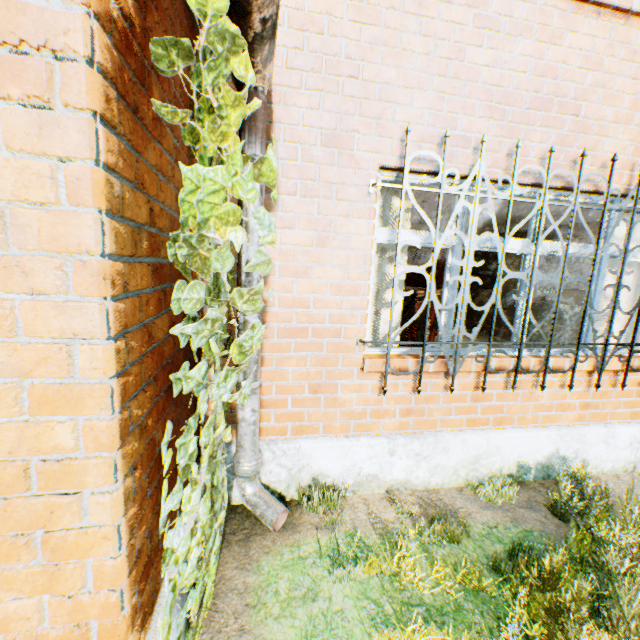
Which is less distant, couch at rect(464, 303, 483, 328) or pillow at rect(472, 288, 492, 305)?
couch at rect(464, 303, 483, 328)

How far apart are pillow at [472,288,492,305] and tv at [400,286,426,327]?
6.21m

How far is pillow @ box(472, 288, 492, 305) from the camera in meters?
9.5

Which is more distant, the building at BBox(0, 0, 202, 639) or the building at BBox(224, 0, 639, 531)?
the building at BBox(224, 0, 639, 531)

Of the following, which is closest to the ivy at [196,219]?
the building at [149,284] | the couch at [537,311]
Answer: the building at [149,284]

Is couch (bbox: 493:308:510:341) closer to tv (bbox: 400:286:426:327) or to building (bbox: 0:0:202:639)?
building (bbox: 0:0:202:639)

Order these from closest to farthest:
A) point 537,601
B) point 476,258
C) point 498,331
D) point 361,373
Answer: point 537,601, point 361,373, point 498,331, point 476,258

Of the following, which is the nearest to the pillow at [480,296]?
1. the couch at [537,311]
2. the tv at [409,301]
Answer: the couch at [537,311]
